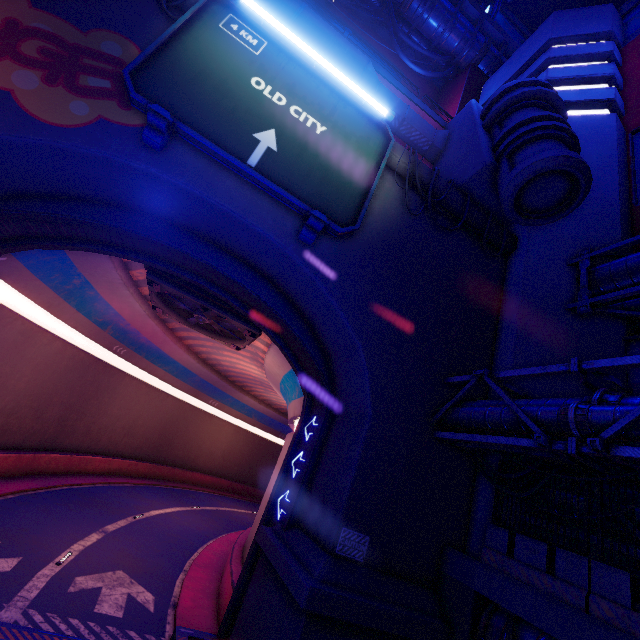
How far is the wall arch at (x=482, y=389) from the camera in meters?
11.5 m

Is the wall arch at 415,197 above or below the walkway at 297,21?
below

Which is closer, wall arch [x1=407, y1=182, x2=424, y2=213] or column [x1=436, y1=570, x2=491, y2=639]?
column [x1=436, y1=570, x2=491, y2=639]

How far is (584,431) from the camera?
6.94m

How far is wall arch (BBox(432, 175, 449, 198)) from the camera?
13.3m

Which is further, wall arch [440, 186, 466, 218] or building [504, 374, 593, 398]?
wall arch [440, 186, 466, 218]
